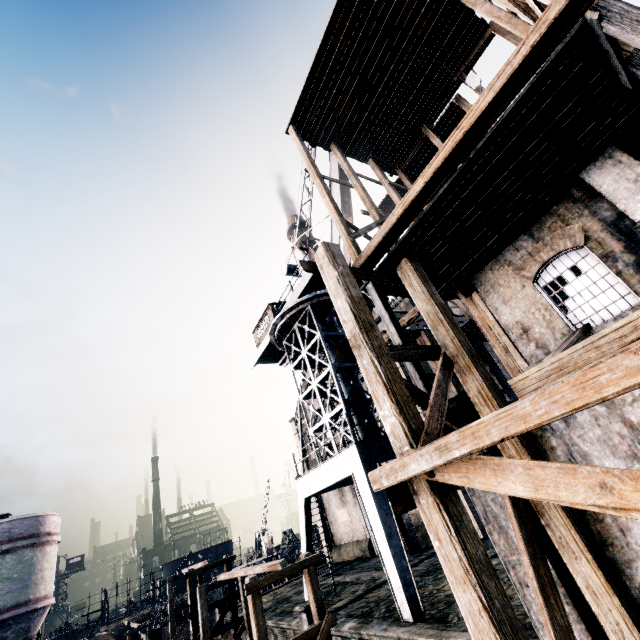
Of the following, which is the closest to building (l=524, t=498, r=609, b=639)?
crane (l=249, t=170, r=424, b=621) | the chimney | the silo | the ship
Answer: the silo

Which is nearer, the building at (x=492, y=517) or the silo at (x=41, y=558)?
the building at (x=492, y=517)

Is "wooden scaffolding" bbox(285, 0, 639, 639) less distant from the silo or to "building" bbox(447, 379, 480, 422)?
"building" bbox(447, 379, 480, 422)

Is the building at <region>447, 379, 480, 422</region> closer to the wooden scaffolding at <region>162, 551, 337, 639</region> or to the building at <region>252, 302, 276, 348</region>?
the building at <region>252, 302, 276, 348</region>

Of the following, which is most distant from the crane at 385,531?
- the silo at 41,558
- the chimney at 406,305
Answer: the chimney at 406,305

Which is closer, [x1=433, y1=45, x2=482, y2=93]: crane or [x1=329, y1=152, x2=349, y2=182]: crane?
[x1=433, y1=45, x2=482, y2=93]: crane

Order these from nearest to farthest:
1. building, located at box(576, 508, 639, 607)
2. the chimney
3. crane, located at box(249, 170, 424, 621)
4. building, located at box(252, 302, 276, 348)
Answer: building, located at box(576, 508, 639, 607)
crane, located at box(249, 170, 424, 621)
building, located at box(252, 302, 276, 348)
the chimney

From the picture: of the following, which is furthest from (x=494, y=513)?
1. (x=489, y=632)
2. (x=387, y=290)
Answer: (x=387, y=290)
